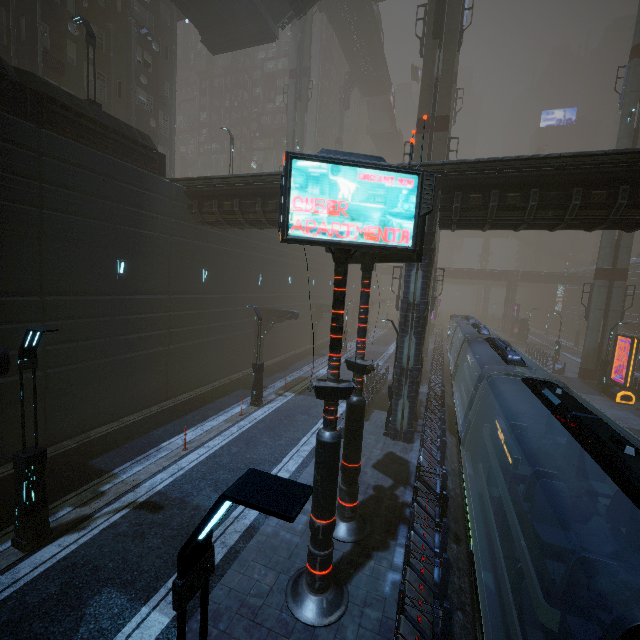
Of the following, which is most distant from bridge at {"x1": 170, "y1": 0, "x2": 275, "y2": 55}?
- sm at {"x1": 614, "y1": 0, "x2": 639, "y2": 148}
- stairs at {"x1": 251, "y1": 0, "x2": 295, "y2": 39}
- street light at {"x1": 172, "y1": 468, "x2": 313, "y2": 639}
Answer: sm at {"x1": 614, "y1": 0, "x2": 639, "y2": 148}

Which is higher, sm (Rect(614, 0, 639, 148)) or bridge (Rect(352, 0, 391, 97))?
bridge (Rect(352, 0, 391, 97))

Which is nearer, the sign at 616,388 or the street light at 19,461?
the street light at 19,461

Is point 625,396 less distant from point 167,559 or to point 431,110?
point 431,110

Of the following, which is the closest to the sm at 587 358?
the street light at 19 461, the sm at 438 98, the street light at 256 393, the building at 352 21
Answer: the sm at 438 98

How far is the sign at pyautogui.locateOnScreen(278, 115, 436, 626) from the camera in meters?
5.7 m

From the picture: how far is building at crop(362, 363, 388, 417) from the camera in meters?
18.0 m

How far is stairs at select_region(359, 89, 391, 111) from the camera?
58.3m
